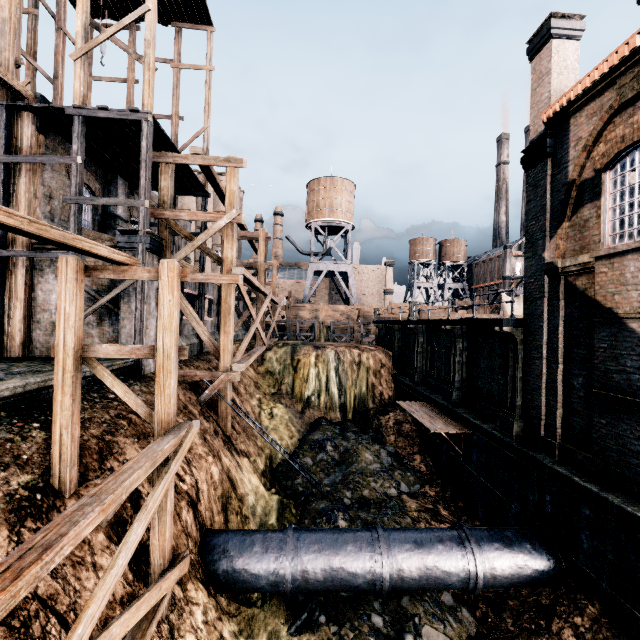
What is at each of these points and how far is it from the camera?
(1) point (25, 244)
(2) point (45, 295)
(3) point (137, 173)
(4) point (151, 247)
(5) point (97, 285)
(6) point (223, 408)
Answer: (1) building, 14.0 meters
(2) building, 14.3 meters
(3) wooden scaffolding, 19.8 meters
(4) building, 14.2 meters
(5) building, 14.4 meters
(6) wooden scaffolding, 15.8 meters

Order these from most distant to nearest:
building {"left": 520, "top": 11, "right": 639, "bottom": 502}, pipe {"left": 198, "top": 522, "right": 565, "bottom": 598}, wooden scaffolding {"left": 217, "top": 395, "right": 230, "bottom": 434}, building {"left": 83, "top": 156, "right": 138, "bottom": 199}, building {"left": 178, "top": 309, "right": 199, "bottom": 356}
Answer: building {"left": 178, "top": 309, "right": 199, "bottom": 356}, building {"left": 83, "top": 156, "right": 138, "bottom": 199}, wooden scaffolding {"left": 217, "top": 395, "right": 230, "bottom": 434}, pipe {"left": 198, "top": 522, "right": 565, "bottom": 598}, building {"left": 520, "top": 11, "right": 639, "bottom": 502}

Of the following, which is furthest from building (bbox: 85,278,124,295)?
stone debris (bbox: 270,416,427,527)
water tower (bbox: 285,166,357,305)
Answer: water tower (bbox: 285,166,357,305)

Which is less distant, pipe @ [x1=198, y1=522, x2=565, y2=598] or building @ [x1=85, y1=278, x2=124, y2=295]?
pipe @ [x1=198, y1=522, x2=565, y2=598]

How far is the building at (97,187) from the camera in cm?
1806

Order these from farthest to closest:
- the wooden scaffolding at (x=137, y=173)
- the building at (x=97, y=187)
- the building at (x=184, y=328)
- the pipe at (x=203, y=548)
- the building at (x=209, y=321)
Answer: the building at (x=209, y=321)
the building at (x=184, y=328)
the building at (x=97, y=187)
the pipe at (x=203, y=548)
the wooden scaffolding at (x=137, y=173)

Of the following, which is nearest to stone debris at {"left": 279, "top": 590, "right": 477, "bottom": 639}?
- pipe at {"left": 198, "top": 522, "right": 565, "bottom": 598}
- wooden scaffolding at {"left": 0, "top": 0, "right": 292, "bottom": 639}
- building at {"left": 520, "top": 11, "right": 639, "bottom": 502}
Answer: pipe at {"left": 198, "top": 522, "right": 565, "bottom": 598}

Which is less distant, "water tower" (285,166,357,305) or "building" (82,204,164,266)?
"building" (82,204,164,266)
